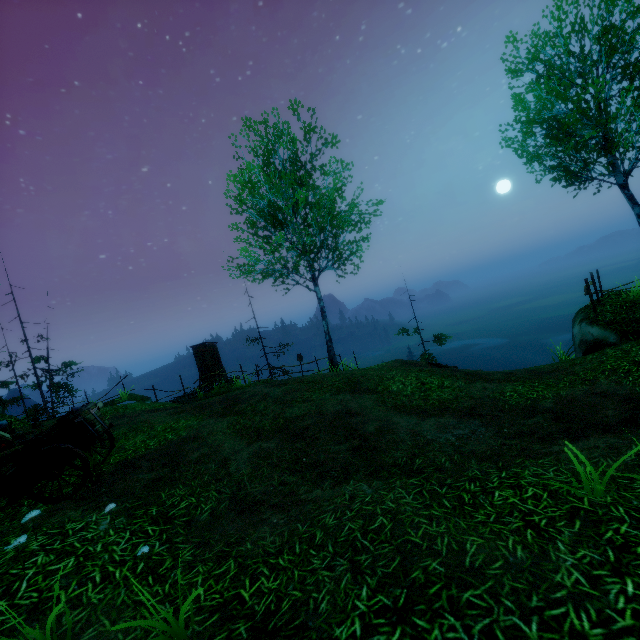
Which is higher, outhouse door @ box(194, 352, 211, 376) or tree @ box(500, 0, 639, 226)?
tree @ box(500, 0, 639, 226)

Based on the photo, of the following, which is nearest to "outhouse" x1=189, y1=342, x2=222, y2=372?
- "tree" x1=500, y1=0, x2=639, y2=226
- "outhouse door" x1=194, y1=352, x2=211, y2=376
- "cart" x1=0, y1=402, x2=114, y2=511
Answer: "outhouse door" x1=194, y1=352, x2=211, y2=376

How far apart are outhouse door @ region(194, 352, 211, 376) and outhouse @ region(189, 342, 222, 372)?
0.0m

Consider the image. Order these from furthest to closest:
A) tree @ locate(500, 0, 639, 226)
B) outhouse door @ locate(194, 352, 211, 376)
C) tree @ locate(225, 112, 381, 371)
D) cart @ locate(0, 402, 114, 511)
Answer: outhouse door @ locate(194, 352, 211, 376) → tree @ locate(225, 112, 381, 371) → tree @ locate(500, 0, 639, 226) → cart @ locate(0, 402, 114, 511)

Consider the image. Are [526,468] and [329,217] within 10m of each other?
no

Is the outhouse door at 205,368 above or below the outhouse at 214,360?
below

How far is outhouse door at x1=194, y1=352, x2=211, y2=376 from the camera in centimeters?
2059cm

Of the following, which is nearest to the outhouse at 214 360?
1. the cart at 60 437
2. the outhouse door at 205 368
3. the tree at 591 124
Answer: the outhouse door at 205 368
